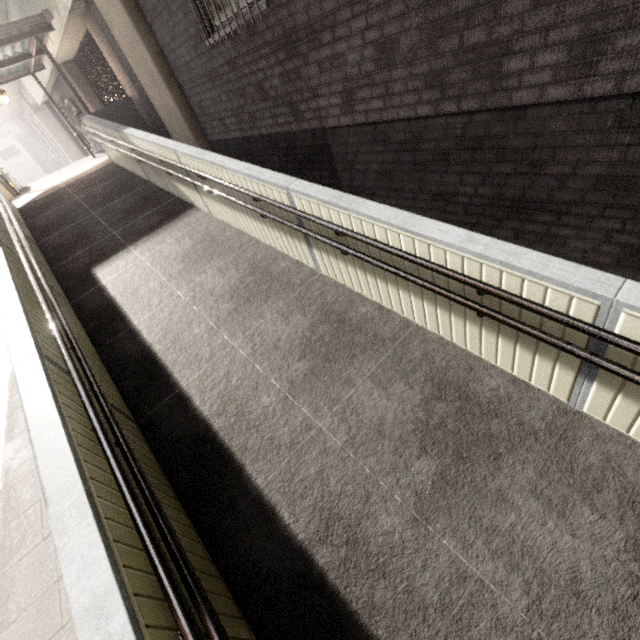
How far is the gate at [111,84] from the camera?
10.05m

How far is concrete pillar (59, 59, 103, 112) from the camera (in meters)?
12.16

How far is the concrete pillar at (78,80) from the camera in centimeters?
1216cm

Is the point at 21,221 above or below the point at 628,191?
above

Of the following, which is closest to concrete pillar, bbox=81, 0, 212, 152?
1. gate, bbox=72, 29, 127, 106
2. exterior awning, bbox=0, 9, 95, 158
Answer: gate, bbox=72, 29, 127, 106

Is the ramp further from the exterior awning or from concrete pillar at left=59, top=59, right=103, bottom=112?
concrete pillar at left=59, top=59, right=103, bottom=112

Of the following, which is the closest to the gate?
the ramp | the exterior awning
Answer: the exterior awning

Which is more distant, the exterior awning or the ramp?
the exterior awning
